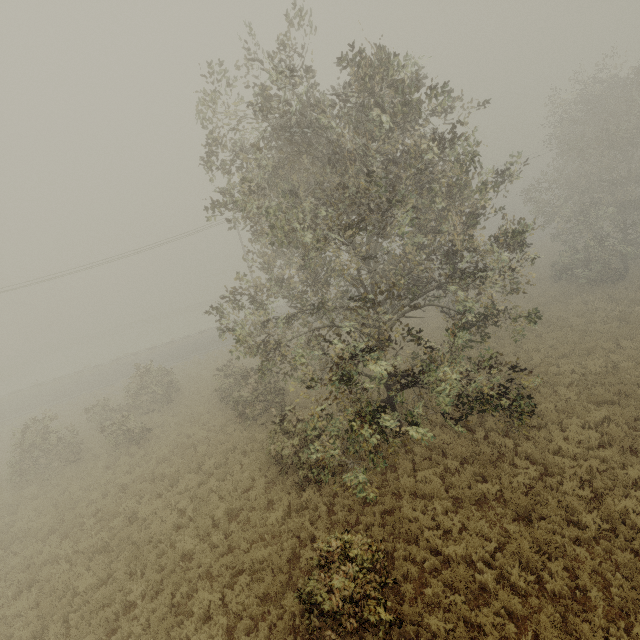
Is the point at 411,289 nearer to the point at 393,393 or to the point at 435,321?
the point at 393,393
